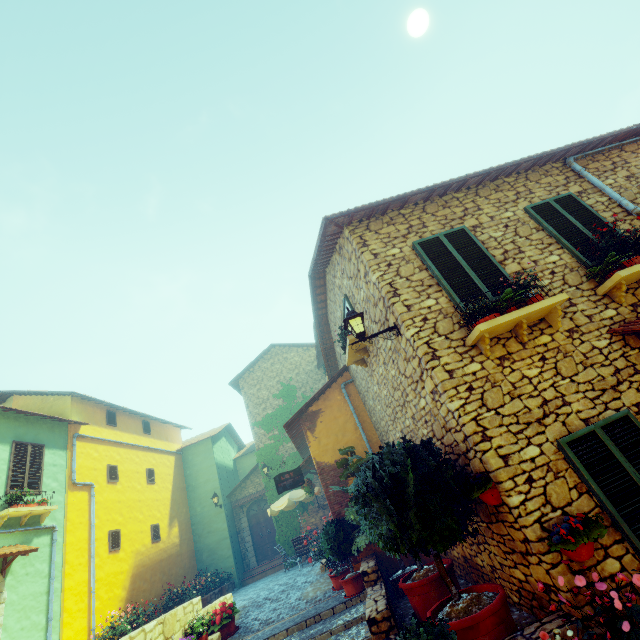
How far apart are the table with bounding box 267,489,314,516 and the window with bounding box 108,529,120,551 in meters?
5.8

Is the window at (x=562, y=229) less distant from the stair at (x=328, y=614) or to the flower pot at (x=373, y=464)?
the flower pot at (x=373, y=464)

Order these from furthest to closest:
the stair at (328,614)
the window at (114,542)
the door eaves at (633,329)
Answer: the window at (114,542)
the stair at (328,614)
the door eaves at (633,329)

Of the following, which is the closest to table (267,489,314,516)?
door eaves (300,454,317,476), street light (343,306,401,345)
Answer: door eaves (300,454,317,476)

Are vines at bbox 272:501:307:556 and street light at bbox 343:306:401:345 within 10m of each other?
no

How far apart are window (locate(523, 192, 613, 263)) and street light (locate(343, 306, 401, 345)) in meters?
3.4 m

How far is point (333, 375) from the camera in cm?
1317

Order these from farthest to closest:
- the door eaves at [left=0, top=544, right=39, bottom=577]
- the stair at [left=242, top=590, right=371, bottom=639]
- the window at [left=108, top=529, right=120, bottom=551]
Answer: the window at [left=108, top=529, right=120, bottom=551], the door eaves at [left=0, top=544, right=39, bottom=577], the stair at [left=242, top=590, right=371, bottom=639]
